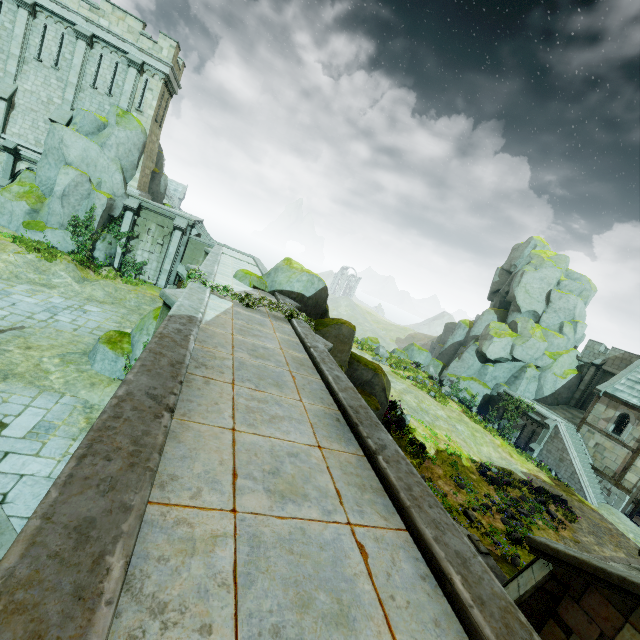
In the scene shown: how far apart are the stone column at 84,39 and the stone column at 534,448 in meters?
42.3 m

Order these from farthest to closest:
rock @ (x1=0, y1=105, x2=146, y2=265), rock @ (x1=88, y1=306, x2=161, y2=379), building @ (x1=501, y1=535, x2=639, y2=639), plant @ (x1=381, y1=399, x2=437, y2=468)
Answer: rock @ (x1=0, y1=105, x2=146, y2=265), plant @ (x1=381, y1=399, x2=437, y2=468), rock @ (x1=88, y1=306, x2=161, y2=379), building @ (x1=501, y1=535, x2=639, y2=639)

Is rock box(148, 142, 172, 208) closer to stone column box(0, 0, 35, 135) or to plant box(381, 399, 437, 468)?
stone column box(0, 0, 35, 135)

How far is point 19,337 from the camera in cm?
1249

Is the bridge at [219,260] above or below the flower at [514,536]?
above

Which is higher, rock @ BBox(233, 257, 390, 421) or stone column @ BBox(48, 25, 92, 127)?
stone column @ BBox(48, 25, 92, 127)

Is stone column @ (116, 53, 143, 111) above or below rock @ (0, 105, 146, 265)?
above

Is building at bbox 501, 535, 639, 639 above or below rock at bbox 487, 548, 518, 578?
above
